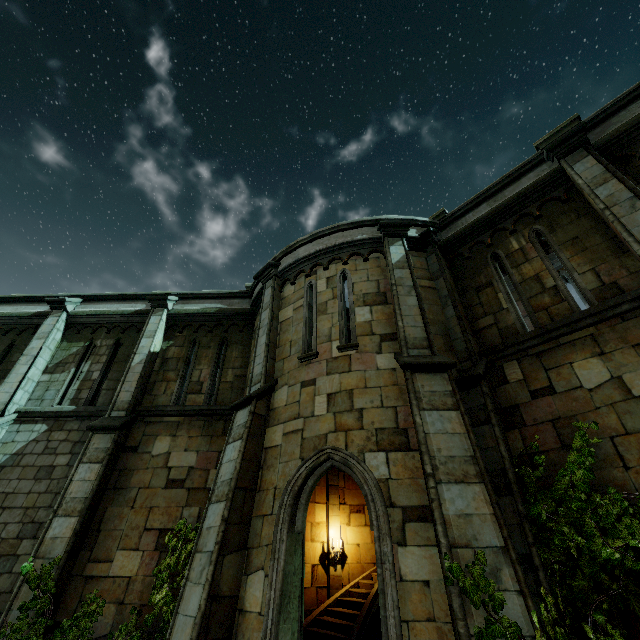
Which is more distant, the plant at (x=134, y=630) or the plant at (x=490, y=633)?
the plant at (x=134, y=630)

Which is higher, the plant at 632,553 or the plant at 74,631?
the plant at 632,553

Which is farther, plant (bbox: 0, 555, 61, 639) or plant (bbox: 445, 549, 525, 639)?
plant (bbox: 0, 555, 61, 639)

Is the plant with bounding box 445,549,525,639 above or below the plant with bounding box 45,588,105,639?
above

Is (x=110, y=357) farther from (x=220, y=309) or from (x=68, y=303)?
(x=220, y=309)

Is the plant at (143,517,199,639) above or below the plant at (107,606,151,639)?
above
